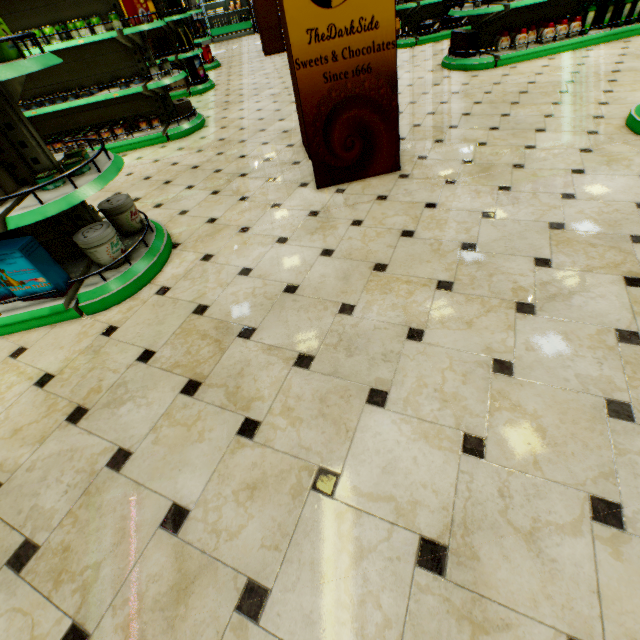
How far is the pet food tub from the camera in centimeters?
223cm

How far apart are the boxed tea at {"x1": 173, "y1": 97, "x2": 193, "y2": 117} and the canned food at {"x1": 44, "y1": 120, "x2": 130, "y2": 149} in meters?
1.2

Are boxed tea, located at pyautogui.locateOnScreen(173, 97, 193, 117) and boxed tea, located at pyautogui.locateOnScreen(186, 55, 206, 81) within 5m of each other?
yes

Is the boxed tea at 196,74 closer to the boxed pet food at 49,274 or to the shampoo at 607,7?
the shampoo at 607,7

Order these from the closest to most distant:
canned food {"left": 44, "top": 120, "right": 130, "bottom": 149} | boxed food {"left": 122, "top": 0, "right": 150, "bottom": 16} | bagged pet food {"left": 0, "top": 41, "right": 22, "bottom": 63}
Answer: bagged pet food {"left": 0, "top": 41, "right": 22, "bottom": 63} < boxed food {"left": 122, "top": 0, "right": 150, "bottom": 16} < canned food {"left": 44, "top": 120, "right": 130, "bottom": 149}

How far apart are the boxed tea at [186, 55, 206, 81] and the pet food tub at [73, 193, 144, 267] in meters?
7.1 m

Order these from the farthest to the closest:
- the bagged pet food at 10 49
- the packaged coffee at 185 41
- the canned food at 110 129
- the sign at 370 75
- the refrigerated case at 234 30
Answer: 1. the refrigerated case at 234 30
2. the packaged coffee at 185 41
3. the canned food at 110 129
4. the sign at 370 75
5. the bagged pet food at 10 49

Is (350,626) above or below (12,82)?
below
